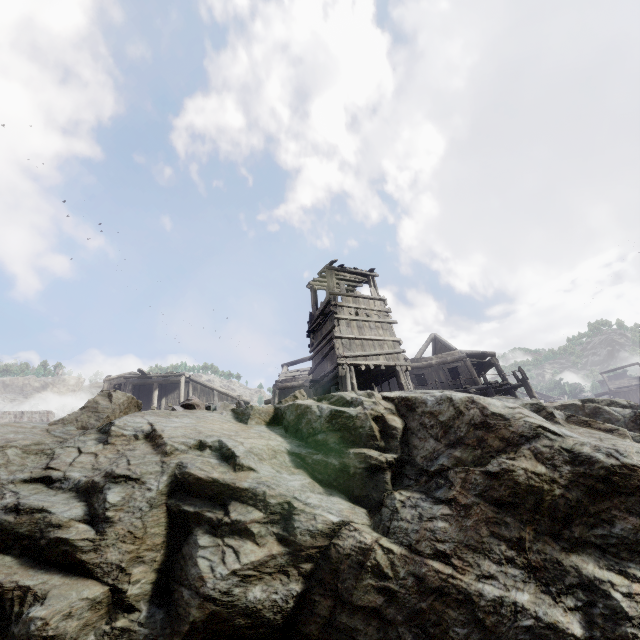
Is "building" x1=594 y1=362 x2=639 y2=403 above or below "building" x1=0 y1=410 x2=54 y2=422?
below

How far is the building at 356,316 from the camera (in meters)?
15.00

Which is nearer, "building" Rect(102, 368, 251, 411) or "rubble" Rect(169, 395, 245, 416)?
"rubble" Rect(169, 395, 245, 416)

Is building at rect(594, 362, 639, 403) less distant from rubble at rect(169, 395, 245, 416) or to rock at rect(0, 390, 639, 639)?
rock at rect(0, 390, 639, 639)

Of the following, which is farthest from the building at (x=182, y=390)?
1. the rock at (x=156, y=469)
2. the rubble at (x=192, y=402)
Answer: the rubble at (x=192, y=402)

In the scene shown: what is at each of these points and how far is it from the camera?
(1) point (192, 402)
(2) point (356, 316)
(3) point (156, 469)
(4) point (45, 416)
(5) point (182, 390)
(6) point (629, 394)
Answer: (1) rubble, 6.6m
(2) building, 16.0m
(3) rock, 4.4m
(4) building, 34.0m
(5) building, 29.1m
(6) building, 46.1m

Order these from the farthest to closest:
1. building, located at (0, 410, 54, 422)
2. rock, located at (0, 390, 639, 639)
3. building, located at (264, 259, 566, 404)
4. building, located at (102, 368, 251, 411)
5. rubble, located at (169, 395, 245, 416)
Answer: building, located at (0, 410, 54, 422)
building, located at (102, 368, 251, 411)
building, located at (264, 259, 566, 404)
rubble, located at (169, 395, 245, 416)
rock, located at (0, 390, 639, 639)

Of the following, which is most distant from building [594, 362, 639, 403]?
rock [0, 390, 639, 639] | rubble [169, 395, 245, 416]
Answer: rubble [169, 395, 245, 416]
